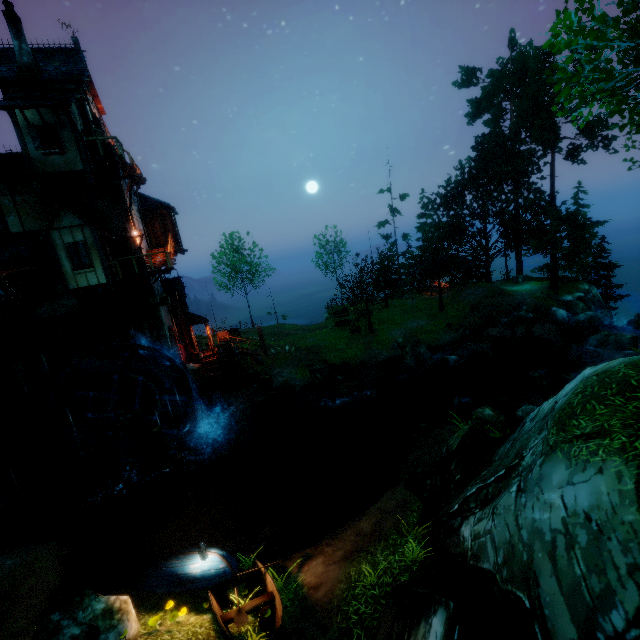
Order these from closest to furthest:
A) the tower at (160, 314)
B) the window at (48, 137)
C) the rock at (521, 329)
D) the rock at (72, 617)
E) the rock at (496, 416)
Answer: the rock at (72, 617)
the rock at (496, 416)
the window at (48, 137)
the tower at (160, 314)
the rock at (521, 329)

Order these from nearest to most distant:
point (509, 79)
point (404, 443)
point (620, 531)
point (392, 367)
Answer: point (620, 531), point (404, 443), point (392, 367), point (509, 79)

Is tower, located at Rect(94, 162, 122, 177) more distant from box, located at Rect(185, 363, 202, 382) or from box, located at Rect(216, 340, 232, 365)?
box, located at Rect(216, 340, 232, 365)

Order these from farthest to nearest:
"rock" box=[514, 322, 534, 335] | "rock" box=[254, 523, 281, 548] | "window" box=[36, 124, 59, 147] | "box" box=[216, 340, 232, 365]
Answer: "rock" box=[514, 322, 534, 335] < "box" box=[216, 340, 232, 365] < "window" box=[36, 124, 59, 147] < "rock" box=[254, 523, 281, 548]

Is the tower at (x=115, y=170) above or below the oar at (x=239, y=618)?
above

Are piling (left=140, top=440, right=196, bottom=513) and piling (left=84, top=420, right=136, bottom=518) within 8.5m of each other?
yes

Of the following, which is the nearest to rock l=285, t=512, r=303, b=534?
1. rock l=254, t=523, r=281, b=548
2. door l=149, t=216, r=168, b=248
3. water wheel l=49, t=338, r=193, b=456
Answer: rock l=254, t=523, r=281, b=548

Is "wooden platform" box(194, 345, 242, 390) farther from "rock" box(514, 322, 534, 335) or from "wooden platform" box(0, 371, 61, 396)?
"rock" box(514, 322, 534, 335)
